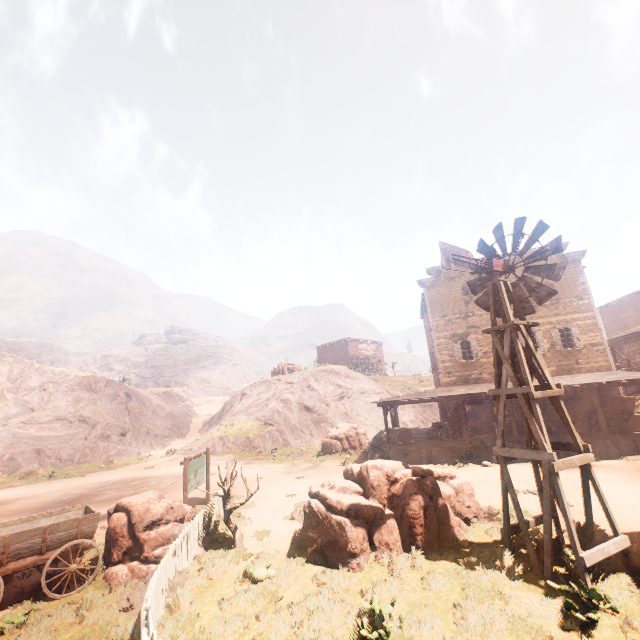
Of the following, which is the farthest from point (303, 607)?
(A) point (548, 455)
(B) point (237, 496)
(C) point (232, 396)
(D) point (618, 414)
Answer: (C) point (232, 396)

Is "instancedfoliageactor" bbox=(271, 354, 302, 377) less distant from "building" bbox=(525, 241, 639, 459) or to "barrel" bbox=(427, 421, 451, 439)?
"building" bbox=(525, 241, 639, 459)

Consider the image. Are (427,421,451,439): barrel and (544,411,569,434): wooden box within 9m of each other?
yes

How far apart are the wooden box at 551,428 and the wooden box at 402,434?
7.6m

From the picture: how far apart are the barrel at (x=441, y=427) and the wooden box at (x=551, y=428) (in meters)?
5.20

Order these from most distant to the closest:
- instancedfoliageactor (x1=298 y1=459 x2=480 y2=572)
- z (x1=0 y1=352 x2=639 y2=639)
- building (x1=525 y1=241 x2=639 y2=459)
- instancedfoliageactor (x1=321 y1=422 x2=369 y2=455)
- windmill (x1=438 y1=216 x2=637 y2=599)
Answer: instancedfoliageactor (x1=321 y1=422 x2=369 y2=455) < building (x1=525 y1=241 x2=639 y2=459) < instancedfoliageactor (x1=298 y1=459 x2=480 y2=572) < windmill (x1=438 y1=216 x2=637 y2=599) < z (x1=0 y1=352 x2=639 y2=639)

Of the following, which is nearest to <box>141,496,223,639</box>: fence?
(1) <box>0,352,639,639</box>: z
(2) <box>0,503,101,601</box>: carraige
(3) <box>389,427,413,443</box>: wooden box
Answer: (1) <box>0,352,639,639</box>: z

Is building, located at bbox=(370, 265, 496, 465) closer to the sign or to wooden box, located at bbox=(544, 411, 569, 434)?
wooden box, located at bbox=(544, 411, 569, 434)
